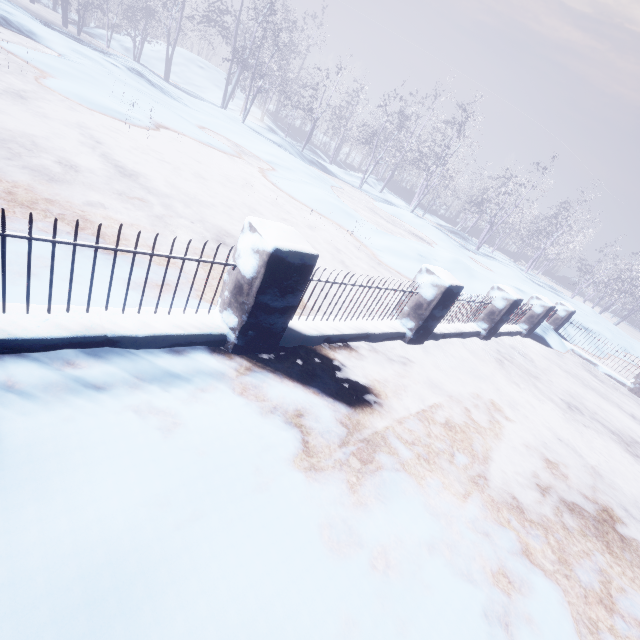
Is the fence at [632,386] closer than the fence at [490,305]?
No

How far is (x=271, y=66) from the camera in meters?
17.5

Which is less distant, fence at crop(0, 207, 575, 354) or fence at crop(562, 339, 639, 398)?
fence at crop(0, 207, 575, 354)
